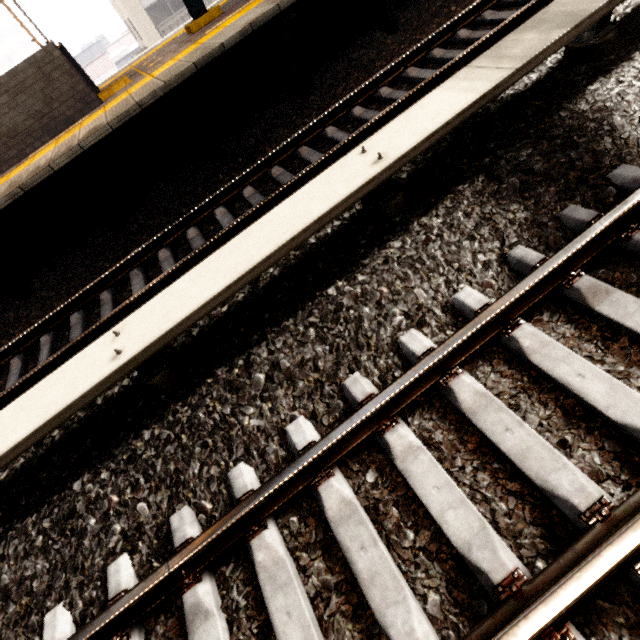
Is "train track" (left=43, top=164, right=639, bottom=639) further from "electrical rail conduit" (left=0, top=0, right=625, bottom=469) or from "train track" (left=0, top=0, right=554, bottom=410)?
"train track" (left=0, top=0, right=554, bottom=410)

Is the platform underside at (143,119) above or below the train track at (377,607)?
above

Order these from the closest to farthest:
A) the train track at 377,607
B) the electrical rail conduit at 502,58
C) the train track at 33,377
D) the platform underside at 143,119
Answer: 1. the train track at 377,607
2. the electrical rail conduit at 502,58
3. the train track at 33,377
4. the platform underside at 143,119

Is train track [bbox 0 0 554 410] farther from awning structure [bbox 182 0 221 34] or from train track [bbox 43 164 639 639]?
awning structure [bbox 182 0 221 34]

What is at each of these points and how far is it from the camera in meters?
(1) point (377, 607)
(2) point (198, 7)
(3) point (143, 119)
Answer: (1) train track, 1.5 m
(2) awning structure, 6.9 m
(3) platform underside, 4.8 m

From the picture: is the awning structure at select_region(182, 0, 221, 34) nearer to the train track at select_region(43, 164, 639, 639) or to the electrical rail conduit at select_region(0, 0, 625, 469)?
the electrical rail conduit at select_region(0, 0, 625, 469)

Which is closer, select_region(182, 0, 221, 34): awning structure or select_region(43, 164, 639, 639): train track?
select_region(43, 164, 639, 639): train track

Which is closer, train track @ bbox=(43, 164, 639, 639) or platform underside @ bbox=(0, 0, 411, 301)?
train track @ bbox=(43, 164, 639, 639)
